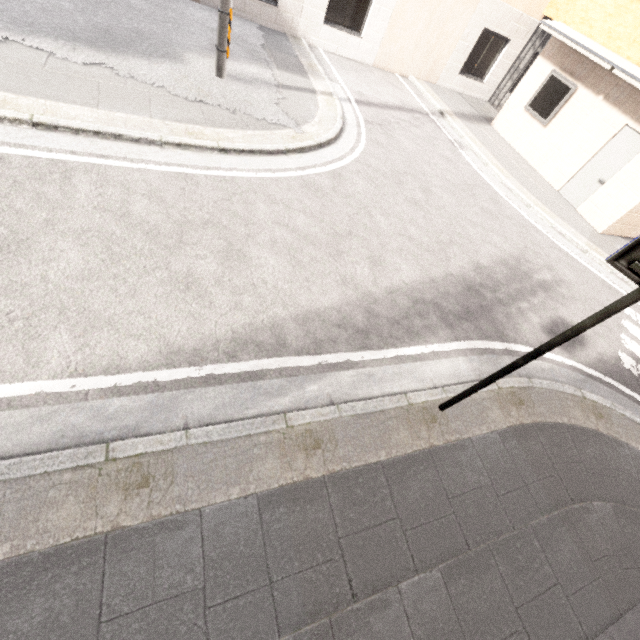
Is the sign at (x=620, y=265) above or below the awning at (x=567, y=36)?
below

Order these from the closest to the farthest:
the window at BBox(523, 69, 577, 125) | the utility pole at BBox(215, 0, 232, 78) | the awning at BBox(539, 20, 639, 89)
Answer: the utility pole at BBox(215, 0, 232, 78)
the awning at BBox(539, 20, 639, 89)
the window at BBox(523, 69, 577, 125)

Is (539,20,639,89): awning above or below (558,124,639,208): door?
above

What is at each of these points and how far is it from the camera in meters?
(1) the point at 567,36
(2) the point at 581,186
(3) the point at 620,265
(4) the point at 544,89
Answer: (1) awning, 9.1 m
(2) door, 9.6 m
(3) sign, 2.2 m
(4) window, 10.3 m

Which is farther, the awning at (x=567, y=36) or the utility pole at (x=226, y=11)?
the awning at (x=567, y=36)

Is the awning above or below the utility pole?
above

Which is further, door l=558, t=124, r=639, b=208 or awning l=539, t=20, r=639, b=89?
door l=558, t=124, r=639, b=208

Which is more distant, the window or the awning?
the window
